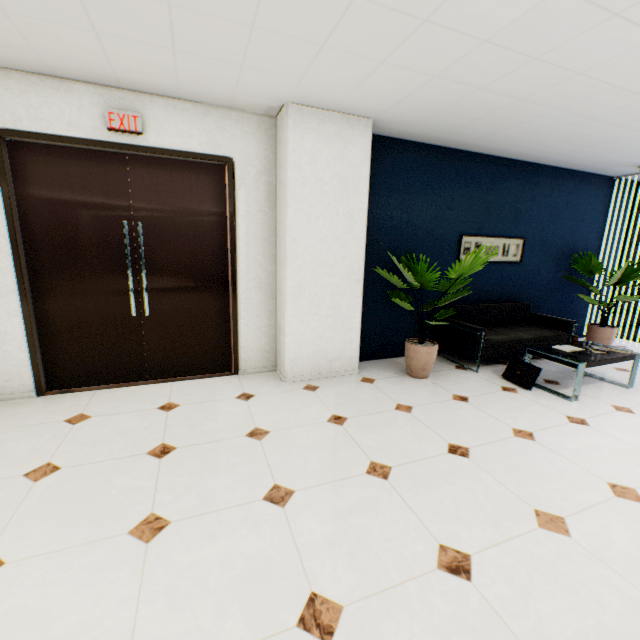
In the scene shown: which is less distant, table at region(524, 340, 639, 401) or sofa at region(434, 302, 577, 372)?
table at region(524, 340, 639, 401)

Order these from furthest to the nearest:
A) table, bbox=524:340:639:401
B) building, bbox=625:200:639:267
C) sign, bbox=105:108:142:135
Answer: building, bbox=625:200:639:267 < table, bbox=524:340:639:401 < sign, bbox=105:108:142:135

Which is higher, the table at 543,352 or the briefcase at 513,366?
the table at 543,352

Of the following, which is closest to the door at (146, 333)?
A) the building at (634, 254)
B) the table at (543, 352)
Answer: the table at (543, 352)

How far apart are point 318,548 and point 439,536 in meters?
0.7 m

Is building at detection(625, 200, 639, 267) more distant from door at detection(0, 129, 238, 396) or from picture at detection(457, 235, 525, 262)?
door at detection(0, 129, 238, 396)

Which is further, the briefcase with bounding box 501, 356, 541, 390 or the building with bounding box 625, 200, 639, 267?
the building with bounding box 625, 200, 639, 267

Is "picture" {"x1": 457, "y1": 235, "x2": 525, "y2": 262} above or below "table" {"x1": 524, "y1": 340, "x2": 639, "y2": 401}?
above
